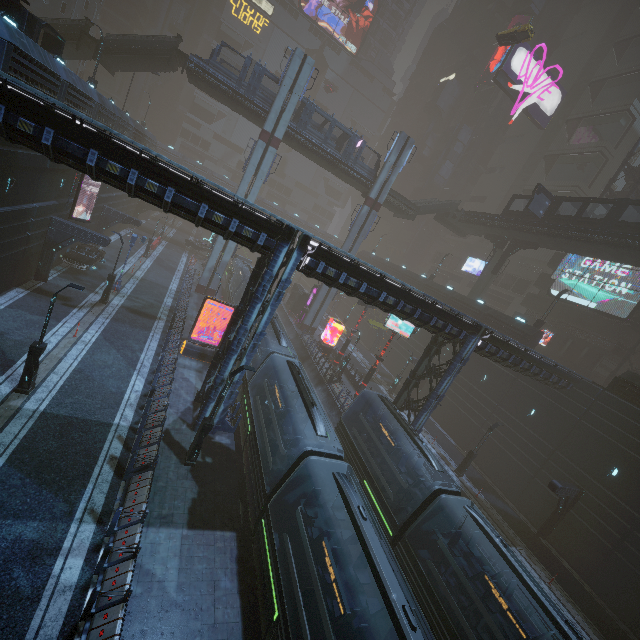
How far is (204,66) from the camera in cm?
3072

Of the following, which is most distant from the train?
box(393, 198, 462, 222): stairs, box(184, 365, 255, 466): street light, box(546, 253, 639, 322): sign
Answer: box(546, 253, 639, 322): sign

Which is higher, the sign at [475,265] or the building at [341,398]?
the sign at [475,265]

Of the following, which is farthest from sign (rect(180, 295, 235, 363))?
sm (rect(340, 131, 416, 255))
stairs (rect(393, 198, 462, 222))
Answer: stairs (rect(393, 198, 462, 222))

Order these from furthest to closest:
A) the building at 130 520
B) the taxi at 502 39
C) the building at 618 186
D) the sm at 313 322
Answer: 1. the sm at 313 322
2. the building at 618 186
3. the taxi at 502 39
4. the building at 130 520

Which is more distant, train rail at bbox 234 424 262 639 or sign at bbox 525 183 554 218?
sign at bbox 525 183 554 218

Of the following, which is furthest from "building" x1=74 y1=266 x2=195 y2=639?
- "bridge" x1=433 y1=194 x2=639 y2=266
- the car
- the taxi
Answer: "bridge" x1=433 y1=194 x2=639 y2=266

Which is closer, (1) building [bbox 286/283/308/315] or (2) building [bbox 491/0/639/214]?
(2) building [bbox 491/0/639/214]
